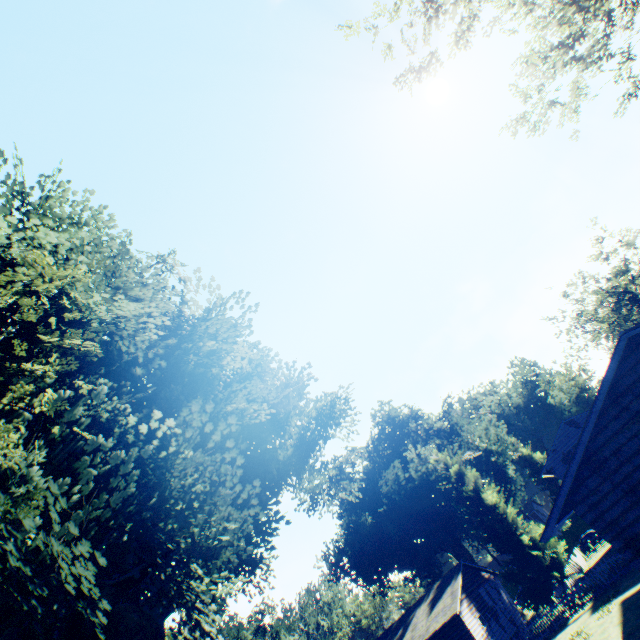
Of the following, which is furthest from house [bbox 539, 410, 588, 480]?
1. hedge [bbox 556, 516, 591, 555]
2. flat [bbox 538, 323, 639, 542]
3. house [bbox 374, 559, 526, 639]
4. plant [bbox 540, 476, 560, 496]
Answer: plant [bbox 540, 476, 560, 496]

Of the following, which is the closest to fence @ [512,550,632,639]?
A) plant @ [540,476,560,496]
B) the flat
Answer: the flat

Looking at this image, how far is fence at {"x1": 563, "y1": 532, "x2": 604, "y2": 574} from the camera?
33.2 meters

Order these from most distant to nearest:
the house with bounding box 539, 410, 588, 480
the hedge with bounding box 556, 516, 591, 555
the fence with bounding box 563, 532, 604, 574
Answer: the hedge with bounding box 556, 516, 591, 555
the house with bounding box 539, 410, 588, 480
the fence with bounding box 563, 532, 604, 574

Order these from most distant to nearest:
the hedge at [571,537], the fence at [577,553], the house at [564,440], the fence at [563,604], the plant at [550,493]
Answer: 1. the plant at [550,493]
2. the hedge at [571,537]
3. the house at [564,440]
4. the fence at [577,553]
5. the fence at [563,604]

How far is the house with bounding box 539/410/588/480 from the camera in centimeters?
3531cm

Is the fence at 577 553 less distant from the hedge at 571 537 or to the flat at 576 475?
the flat at 576 475

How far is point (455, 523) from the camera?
39.9m
